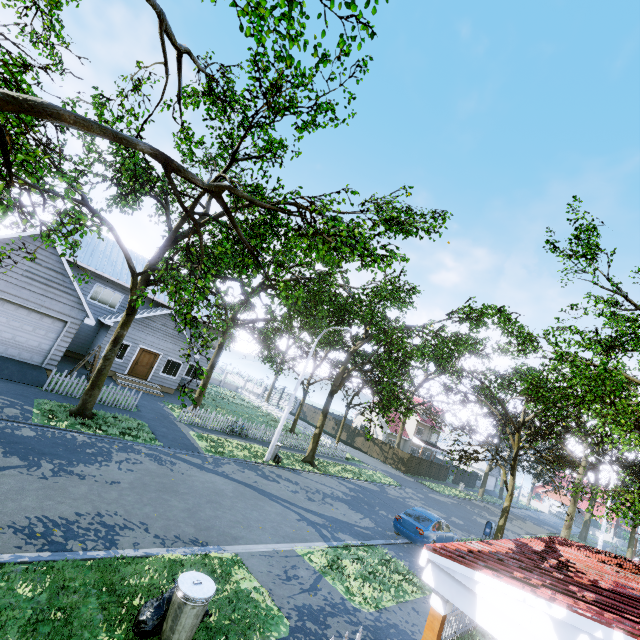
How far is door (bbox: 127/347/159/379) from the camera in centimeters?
2291cm

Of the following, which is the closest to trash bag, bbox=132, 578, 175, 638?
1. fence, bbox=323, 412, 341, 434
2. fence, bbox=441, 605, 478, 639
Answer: fence, bbox=323, 412, 341, 434

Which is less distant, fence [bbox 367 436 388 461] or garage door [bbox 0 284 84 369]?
garage door [bbox 0 284 84 369]

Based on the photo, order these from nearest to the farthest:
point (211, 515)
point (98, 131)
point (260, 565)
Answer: point (98, 131) → point (260, 565) → point (211, 515)

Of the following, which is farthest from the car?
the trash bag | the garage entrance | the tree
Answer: the garage entrance

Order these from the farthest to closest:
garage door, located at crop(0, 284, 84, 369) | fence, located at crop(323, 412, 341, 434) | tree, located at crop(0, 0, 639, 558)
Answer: fence, located at crop(323, 412, 341, 434) → garage door, located at crop(0, 284, 84, 369) → tree, located at crop(0, 0, 639, 558)

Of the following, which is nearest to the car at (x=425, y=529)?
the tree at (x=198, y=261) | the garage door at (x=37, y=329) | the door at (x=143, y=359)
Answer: the tree at (x=198, y=261)

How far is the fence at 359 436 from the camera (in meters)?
41.19
